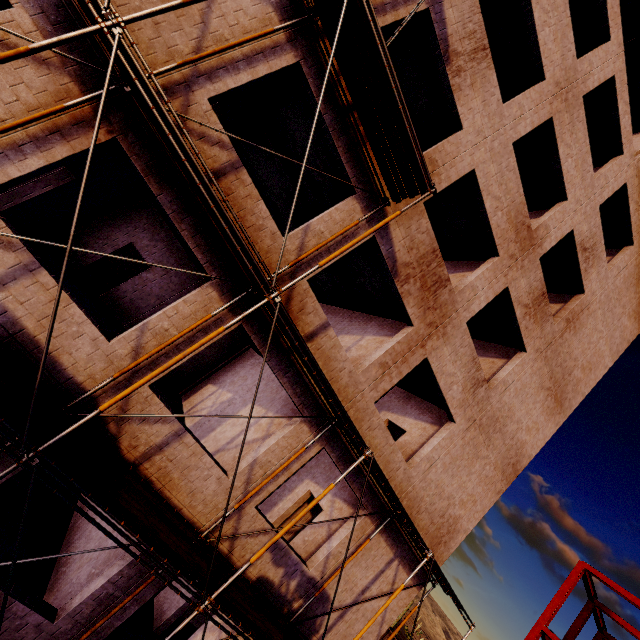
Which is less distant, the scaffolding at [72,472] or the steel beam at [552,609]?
the scaffolding at [72,472]

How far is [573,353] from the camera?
13.23m

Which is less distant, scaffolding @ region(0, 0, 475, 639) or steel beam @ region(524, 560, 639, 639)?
scaffolding @ region(0, 0, 475, 639)
